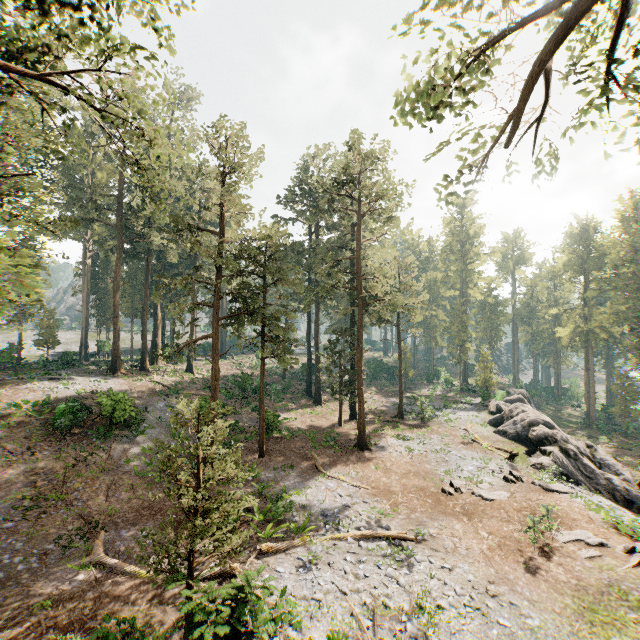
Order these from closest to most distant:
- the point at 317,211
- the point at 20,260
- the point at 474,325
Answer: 1. the point at 20,260
2. the point at 317,211
3. the point at 474,325

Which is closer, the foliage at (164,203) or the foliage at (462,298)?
the foliage at (164,203)

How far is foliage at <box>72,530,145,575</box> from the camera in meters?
12.1 m

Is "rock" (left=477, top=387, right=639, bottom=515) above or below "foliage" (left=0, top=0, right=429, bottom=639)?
below

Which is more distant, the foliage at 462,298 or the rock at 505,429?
the foliage at 462,298

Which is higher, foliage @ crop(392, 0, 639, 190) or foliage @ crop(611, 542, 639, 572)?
foliage @ crop(392, 0, 639, 190)

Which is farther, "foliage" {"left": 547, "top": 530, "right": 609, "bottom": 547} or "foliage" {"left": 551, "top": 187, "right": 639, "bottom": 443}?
"foliage" {"left": 551, "top": 187, "right": 639, "bottom": 443}
